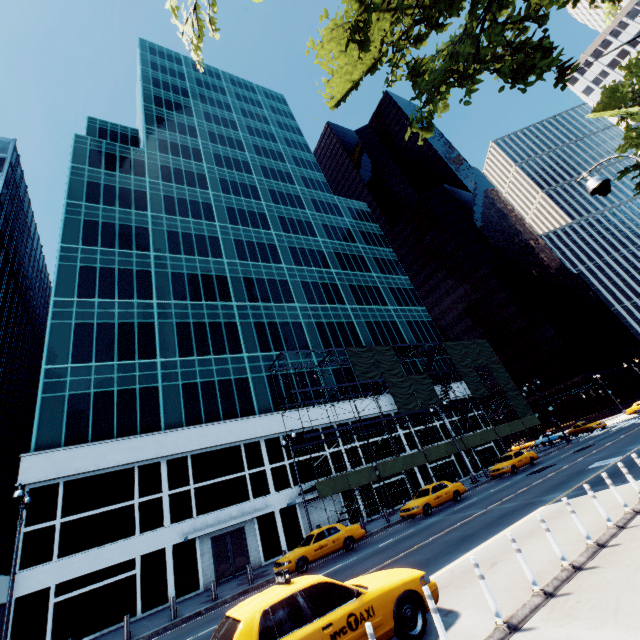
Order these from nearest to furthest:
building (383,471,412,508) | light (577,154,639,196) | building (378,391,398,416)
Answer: light (577,154,639,196) → building (383,471,412,508) → building (378,391,398,416)

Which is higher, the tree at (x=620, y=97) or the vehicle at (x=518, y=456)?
the tree at (x=620, y=97)

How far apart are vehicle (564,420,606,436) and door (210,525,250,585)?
41.9m

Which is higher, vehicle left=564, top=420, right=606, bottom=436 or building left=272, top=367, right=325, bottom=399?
building left=272, top=367, right=325, bottom=399

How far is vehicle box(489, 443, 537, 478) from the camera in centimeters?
2581cm

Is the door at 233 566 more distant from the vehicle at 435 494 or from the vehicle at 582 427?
the vehicle at 582 427

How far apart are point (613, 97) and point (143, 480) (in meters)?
51.44

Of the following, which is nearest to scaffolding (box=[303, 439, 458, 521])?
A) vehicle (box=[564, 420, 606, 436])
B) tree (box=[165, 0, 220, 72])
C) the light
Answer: vehicle (box=[564, 420, 606, 436])
